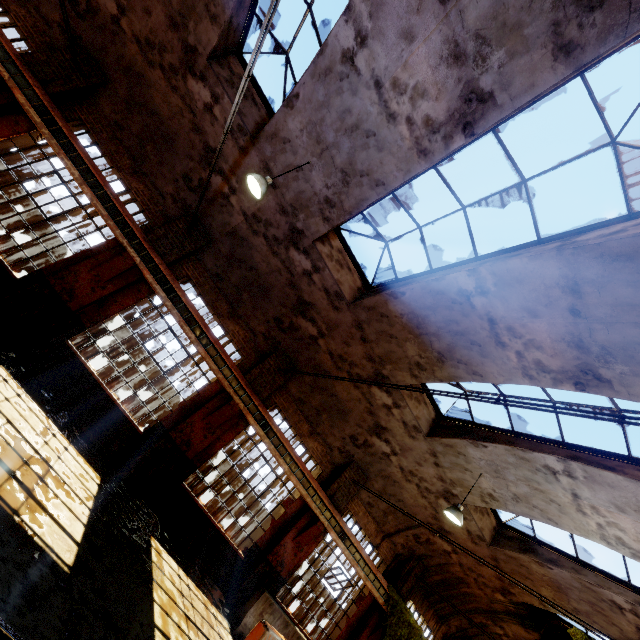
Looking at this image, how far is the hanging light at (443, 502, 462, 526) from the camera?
8.7 meters

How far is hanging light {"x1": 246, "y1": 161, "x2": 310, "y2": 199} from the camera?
6.7 meters

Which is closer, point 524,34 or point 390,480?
point 524,34

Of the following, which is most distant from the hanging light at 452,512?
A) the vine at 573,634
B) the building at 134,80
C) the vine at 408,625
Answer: the vine at 573,634

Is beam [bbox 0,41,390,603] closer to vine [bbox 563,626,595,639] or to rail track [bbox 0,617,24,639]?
vine [bbox 563,626,595,639]

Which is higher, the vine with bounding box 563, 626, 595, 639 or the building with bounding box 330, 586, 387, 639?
the vine with bounding box 563, 626, 595, 639

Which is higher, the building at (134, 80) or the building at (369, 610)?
the building at (134, 80)

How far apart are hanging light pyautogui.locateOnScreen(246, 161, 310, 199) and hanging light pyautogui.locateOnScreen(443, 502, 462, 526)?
9.50m
